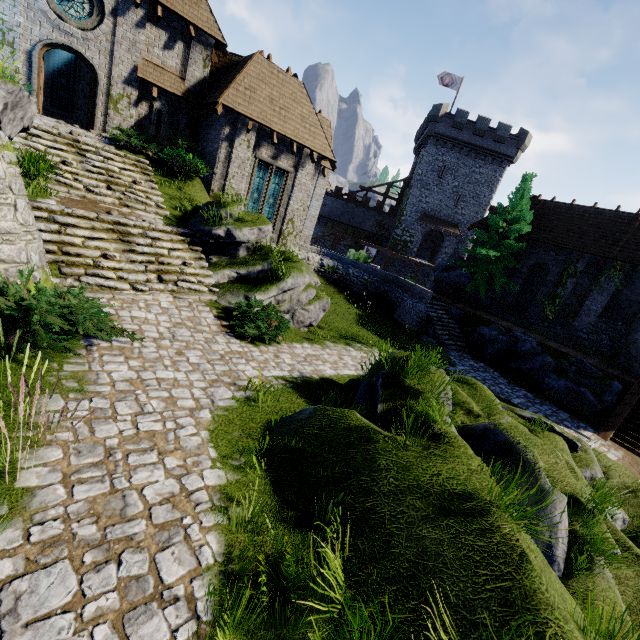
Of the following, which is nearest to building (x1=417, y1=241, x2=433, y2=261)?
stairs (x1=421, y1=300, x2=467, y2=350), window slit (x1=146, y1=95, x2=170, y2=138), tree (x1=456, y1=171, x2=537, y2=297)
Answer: tree (x1=456, y1=171, x2=537, y2=297)

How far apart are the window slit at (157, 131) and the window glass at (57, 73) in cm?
638

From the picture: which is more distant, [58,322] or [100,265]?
[100,265]

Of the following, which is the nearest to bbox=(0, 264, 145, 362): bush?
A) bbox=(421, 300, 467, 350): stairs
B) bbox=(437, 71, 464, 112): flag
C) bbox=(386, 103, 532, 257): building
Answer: bbox=(421, 300, 467, 350): stairs

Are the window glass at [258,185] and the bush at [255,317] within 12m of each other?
yes

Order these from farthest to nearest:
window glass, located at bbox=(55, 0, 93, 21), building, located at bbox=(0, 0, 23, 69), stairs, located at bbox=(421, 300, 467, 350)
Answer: stairs, located at bbox=(421, 300, 467, 350), window glass, located at bbox=(55, 0, 93, 21), building, located at bbox=(0, 0, 23, 69)

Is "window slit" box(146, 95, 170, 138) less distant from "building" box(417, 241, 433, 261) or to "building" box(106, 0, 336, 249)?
"building" box(106, 0, 336, 249)

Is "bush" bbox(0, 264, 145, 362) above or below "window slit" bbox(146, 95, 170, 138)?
below
